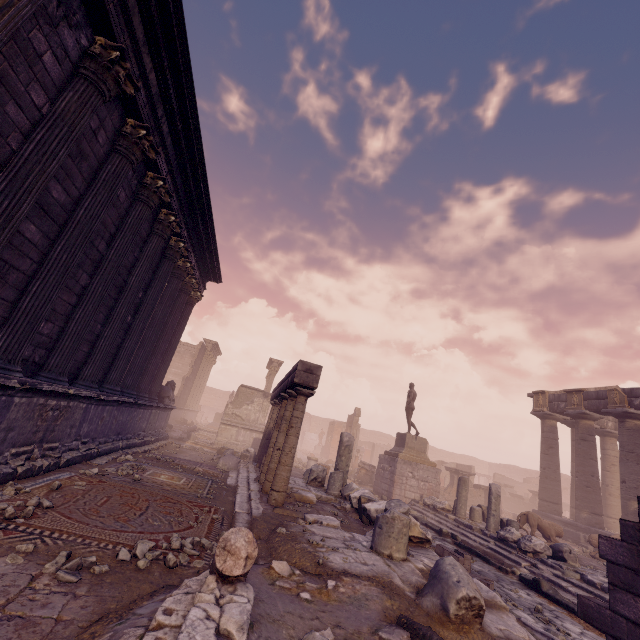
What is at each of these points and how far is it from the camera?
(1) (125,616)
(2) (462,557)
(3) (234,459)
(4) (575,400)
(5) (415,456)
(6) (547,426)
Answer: (1) debris pile, 2.66m
(2) stone blocks, 6.96m
(3) debris pile, 12.06m
(4) relief sculpture, 17.47m
(5) pedestal, 15.99m
(6) column, 19.00m

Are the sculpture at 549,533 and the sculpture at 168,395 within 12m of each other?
no

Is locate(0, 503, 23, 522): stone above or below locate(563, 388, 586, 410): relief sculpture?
below

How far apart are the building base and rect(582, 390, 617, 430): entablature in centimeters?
529cm

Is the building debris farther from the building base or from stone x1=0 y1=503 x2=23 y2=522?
the building base

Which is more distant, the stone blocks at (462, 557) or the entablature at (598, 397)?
the entablature at (598, 397)

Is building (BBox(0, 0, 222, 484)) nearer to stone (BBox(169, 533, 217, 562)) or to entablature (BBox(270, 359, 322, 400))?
stone (BBox(169, 533, 217, 562))

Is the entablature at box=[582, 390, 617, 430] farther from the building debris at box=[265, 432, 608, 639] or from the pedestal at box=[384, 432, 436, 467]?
the building debris at box=[265, 432, 608, 639]
